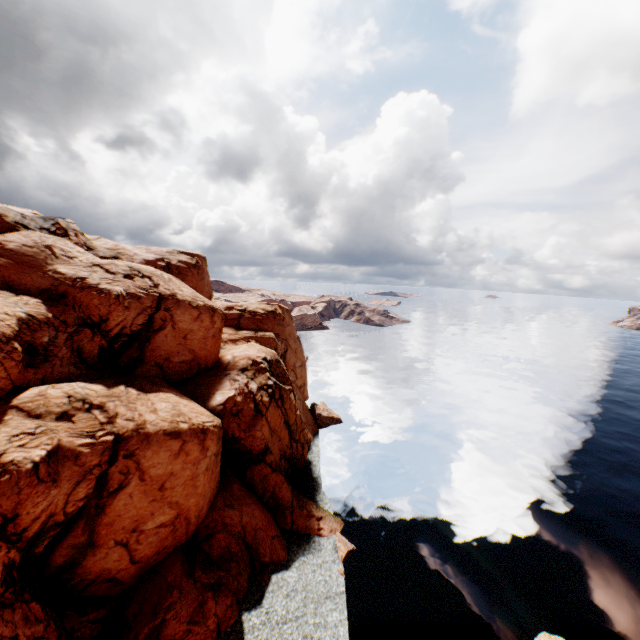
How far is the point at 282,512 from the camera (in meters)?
31.83
